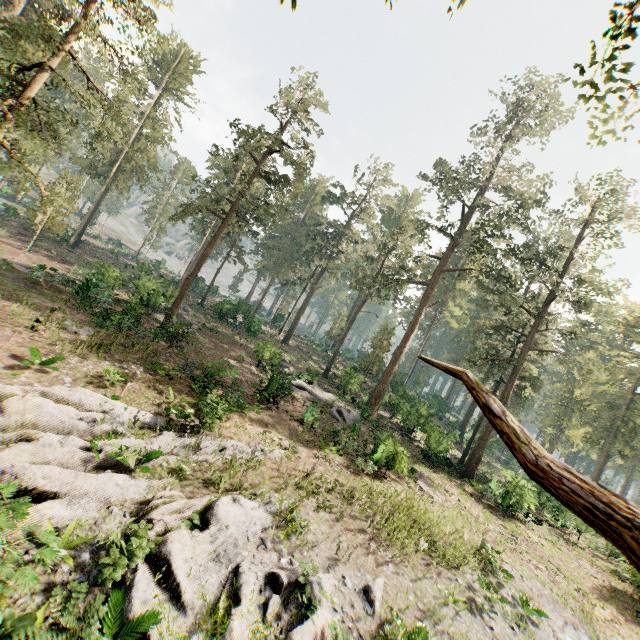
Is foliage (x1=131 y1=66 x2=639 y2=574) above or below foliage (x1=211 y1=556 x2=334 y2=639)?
above

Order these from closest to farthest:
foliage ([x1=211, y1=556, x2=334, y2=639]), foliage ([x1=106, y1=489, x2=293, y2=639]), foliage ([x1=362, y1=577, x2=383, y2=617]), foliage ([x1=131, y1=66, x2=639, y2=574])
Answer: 1. foliage ([x1=106, y1=489, x2=293, y2=639])
2. foliage ([x1=211, y1=556, x2=334, y2=639])
3. foliage ([x1=362, y1=577, x2=383, y2=617])
4. foliage ([x1=131, y1=66, x2=639, y2=574])

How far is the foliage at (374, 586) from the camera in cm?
964

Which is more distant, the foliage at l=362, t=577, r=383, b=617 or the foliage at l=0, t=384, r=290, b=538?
the foliage at l=362, t=577, r=383, b=617

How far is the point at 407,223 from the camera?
59.28m

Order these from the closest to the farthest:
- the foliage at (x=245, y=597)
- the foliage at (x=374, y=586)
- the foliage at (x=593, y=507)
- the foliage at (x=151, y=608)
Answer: the foliage at (x=151, y=608)
the foliage at (x=245, y=597)
the foliage at (x=374, y=586)
the foliage at (x=593, y=507)

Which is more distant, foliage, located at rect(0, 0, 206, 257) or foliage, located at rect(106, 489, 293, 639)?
foliage, located at rect(0, 0, 206, 257)
